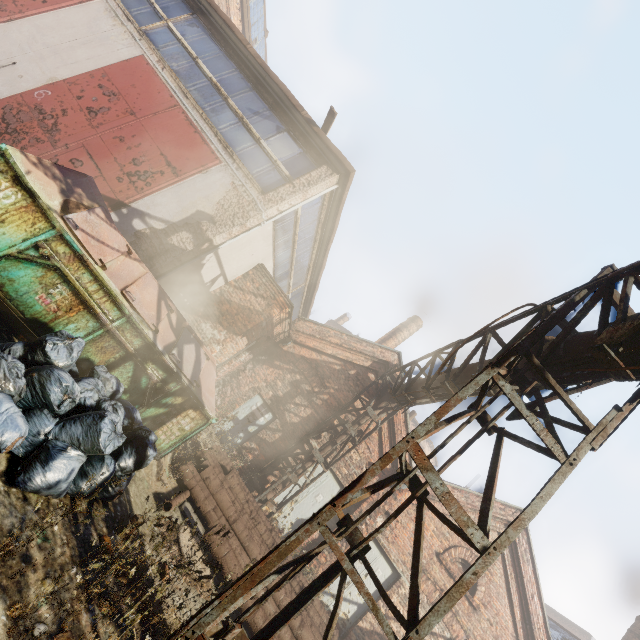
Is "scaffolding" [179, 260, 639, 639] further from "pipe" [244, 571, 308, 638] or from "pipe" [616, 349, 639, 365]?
"pipe" [244, 571, 308, 638]

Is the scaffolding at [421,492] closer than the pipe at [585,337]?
Yes

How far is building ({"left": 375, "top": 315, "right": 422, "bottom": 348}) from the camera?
19.75m

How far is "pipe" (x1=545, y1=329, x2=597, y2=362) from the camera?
4.1m

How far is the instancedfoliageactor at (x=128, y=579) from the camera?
2.6 meters

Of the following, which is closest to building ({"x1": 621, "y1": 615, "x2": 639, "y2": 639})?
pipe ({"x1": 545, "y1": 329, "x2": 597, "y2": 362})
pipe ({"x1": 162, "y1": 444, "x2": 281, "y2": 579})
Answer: pipe ({"x1": 545, "y1": 329, "x2": 597, "y2": 362})

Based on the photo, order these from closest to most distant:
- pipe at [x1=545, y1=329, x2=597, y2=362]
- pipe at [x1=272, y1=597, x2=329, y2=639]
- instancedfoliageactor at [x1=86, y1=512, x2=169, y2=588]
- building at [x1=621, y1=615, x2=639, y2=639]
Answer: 1. instancedfoliageactor at [x1=86, y1=512, x2=169, y2=588]
2. pipe at [x1=545, y1=329, x2=597, y2=362]
3. pipe at [x1=272, y1=597, x2=329, y2=639]
4. building at [x1=621, y1=615, x2=639, y2=639]

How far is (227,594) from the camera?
2.76m
